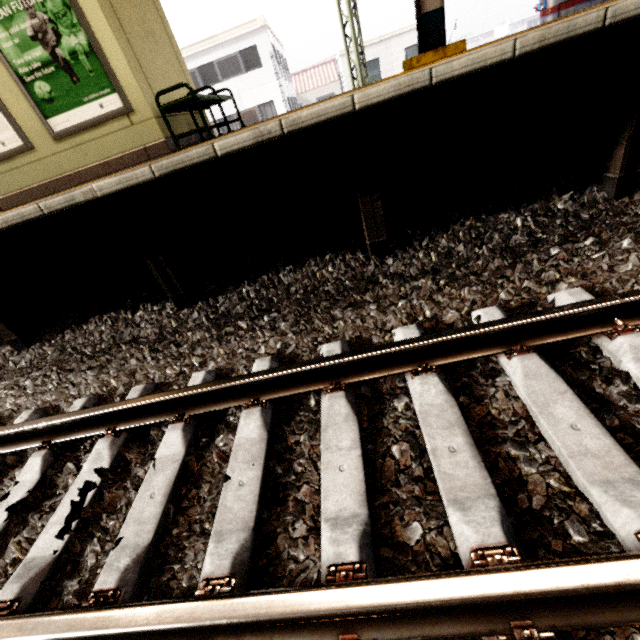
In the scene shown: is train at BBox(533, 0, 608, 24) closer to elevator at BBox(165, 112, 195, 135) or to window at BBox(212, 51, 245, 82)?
elevator at BBox(165, 112, 195, 135)

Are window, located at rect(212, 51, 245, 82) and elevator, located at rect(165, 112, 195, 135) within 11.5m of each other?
no

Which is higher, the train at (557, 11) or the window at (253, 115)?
the window at (253, 115)

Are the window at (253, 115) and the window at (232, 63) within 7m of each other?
yes

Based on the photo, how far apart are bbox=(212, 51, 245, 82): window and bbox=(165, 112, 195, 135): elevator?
18.7 meters

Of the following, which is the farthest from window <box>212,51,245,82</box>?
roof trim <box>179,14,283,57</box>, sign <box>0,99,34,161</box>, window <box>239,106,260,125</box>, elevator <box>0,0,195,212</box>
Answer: sign <box>0,99,34,161</box>

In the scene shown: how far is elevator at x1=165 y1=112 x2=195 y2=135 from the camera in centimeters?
491cm

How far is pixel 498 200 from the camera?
3.0 meters
